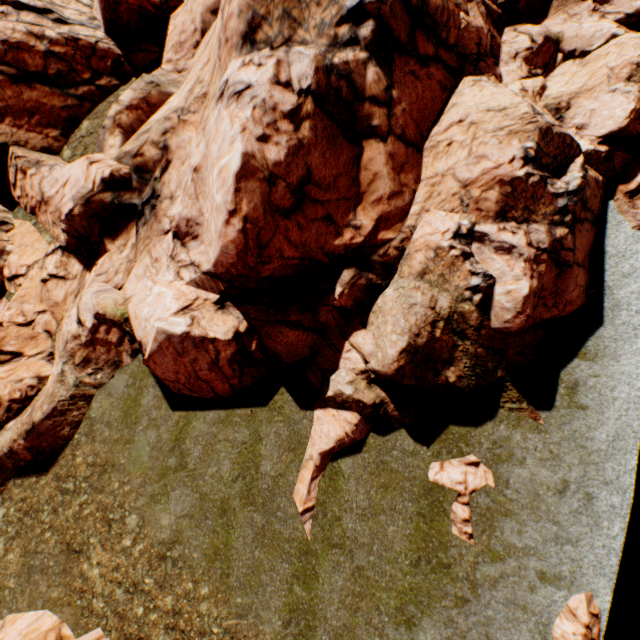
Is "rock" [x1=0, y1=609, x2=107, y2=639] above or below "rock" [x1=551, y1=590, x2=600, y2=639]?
above

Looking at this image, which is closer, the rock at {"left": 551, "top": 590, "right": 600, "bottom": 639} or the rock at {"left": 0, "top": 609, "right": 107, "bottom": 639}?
the rock at {"left": 551, "top": 590, "right": 600, "bottom": 639}

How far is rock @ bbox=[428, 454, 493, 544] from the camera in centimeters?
890cm

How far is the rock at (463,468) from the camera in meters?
8.9

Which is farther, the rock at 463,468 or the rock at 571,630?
the rock at 463,468

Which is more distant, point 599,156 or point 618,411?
point 599,156
